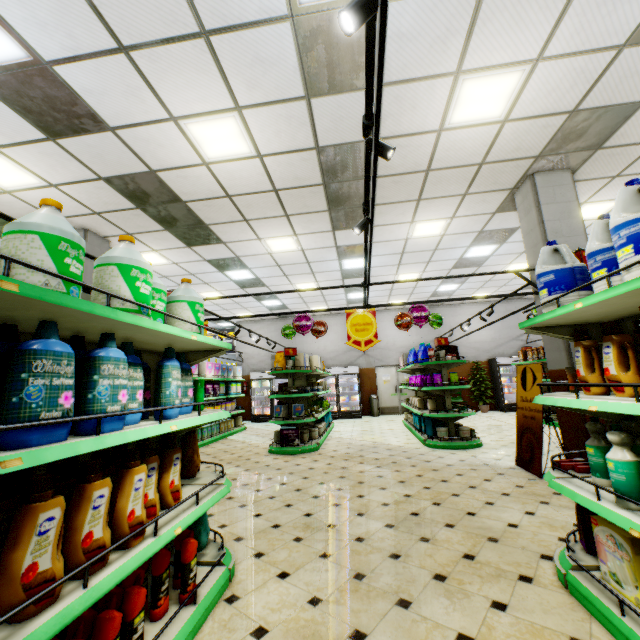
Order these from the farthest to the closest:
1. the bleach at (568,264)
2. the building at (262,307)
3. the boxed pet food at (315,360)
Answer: the building at (262,307), the boxed pet food at (315,360), the bleach at (568,264)

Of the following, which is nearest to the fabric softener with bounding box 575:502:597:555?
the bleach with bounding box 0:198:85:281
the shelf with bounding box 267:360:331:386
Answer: the bleach with bounding box 0:198:85:281

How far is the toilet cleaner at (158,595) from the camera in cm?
199

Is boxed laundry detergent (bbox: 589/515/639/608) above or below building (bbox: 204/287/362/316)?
below

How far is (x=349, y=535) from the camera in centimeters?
327cm

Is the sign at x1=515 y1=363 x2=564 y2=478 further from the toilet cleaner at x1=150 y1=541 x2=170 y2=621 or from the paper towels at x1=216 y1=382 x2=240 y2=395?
the paper towels at x1=216 y1=382 x2=240 y2=395

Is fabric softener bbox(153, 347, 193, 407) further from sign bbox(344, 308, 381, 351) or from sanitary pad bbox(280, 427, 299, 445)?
sanitary pad bbox(280, 427, 299, 445)

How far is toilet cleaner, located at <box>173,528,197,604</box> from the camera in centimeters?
213cm
